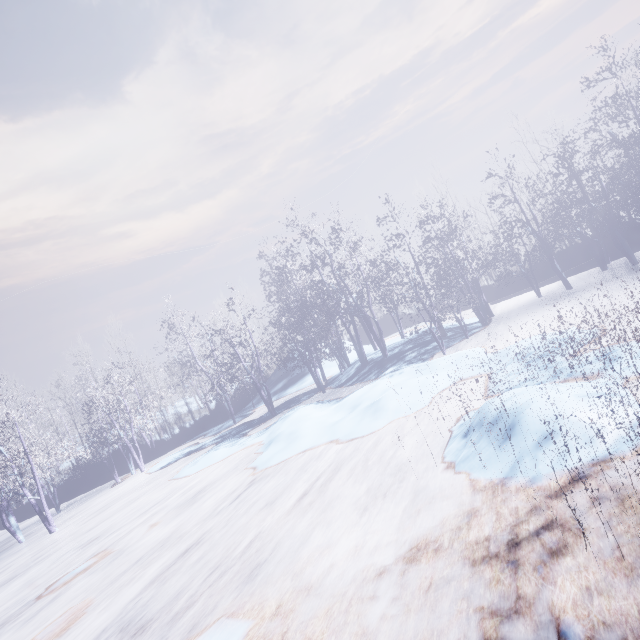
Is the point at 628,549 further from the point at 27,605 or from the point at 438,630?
the point at 27,605
